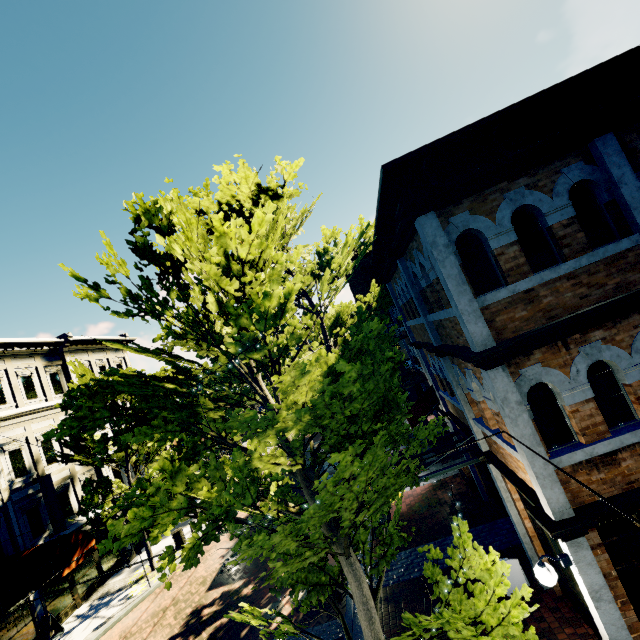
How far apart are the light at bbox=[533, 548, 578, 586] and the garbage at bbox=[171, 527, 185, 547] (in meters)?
19.23

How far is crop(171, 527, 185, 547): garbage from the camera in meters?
18.2 m

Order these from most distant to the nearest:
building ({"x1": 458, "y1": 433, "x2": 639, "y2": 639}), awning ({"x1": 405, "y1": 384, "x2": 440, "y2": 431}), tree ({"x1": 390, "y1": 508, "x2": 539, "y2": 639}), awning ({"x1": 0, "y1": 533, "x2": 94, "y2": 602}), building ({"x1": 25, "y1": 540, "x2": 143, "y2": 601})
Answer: building ({"x1": 25, "y1": 540, "x2": 143, "y2": 601}), awning ({"x1": 405, "y1": 384, "x2": 440, "y2": 431}), awning ({"x1": 0, "y1": 533, "x2": 94, "y2": 602}), building ({"x1": 458, "y1": 433, "x2": 639, "y2": 639}), tree ({"x1": 390, "y1": 508, "x2": 539, "y2": 639})

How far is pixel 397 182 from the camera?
5.9 meters

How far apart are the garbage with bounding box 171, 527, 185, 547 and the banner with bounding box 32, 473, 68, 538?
4.99m

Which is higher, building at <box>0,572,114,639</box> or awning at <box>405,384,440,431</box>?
awning at <box>405,384,440,431</box>

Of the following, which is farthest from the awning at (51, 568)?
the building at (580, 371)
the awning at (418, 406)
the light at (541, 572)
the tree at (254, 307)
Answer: the light at (541, 572)

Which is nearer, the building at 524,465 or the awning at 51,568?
the building at 524,465
